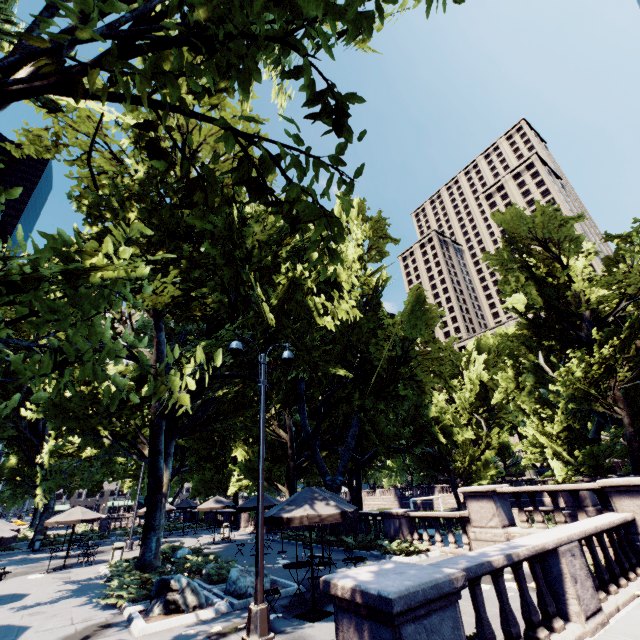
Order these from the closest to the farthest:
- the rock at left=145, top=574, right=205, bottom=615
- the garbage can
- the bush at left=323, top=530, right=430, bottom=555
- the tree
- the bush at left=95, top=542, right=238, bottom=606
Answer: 1. the tree
2. the rock at left=145, top=574, right=205, bottom=615
3. the bush at left=95, top=542, right=238, bottom=606
4. the bush at left=323, top=530, right=430, bottom=555
5. the garbage can

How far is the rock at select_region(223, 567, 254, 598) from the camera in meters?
10.2

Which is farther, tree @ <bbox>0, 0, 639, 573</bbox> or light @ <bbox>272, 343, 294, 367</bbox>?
light @ <bbox>272, 343, 294, 367</bbox>

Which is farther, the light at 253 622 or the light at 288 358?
the light at 288 358

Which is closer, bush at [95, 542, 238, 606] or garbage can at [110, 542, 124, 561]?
bush at [95, 542, 238, 606]

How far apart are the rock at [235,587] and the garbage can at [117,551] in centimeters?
1104cm

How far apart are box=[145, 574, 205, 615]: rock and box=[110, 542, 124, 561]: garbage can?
10.6 meters

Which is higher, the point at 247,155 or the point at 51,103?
the point at 51,103
